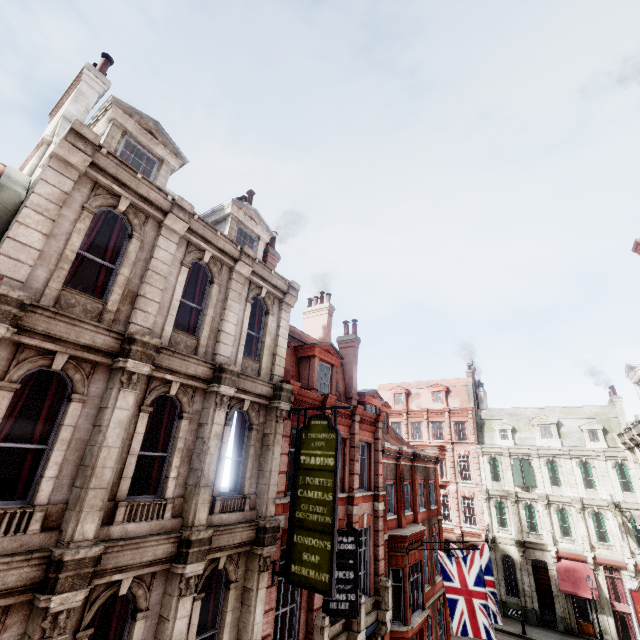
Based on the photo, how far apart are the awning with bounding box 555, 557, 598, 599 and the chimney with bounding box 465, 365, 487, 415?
14.6 meters

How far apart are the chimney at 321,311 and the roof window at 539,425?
26.3m

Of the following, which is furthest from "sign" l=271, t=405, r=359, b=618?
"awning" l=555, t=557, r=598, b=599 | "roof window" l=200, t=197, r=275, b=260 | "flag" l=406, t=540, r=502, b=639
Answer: "awning" l=555, t=557, r=598, b=599

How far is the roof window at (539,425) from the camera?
31.9 meters

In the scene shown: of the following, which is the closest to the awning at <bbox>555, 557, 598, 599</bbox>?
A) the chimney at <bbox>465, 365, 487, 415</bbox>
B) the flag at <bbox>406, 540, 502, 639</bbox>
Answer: the chimney at <bbox>465, 365, 487, 415</bbox>

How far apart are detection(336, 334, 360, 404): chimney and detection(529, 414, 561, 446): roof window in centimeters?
2543cm

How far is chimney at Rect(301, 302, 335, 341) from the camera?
20.9m

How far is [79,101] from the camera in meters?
10.7 m
